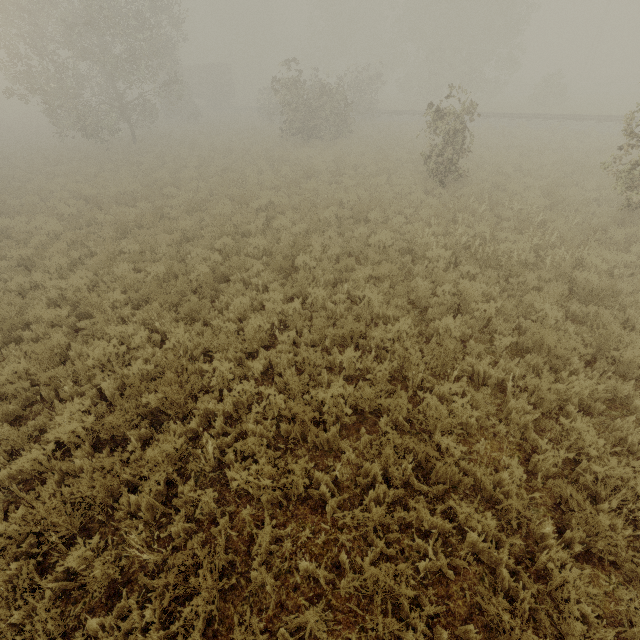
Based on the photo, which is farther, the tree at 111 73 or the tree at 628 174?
the tree at 111 73

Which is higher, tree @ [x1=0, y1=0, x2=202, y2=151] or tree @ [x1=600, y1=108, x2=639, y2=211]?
tree @ [x1=0, y1=0, x2=202, y2=151]

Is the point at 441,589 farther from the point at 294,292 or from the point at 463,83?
the point at 463,83

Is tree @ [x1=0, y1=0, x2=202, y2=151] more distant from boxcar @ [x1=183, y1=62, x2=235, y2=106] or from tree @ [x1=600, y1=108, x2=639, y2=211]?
boxcar @ [x1=183, y1=62, x2=235, y2=106]

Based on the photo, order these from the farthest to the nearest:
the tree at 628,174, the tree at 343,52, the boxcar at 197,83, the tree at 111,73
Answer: the boxcar at 197,83 < the tree at 343,52 < the tree at 111,73 < the tree at 628,174

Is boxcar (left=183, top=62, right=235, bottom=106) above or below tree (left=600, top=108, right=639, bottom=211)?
above
